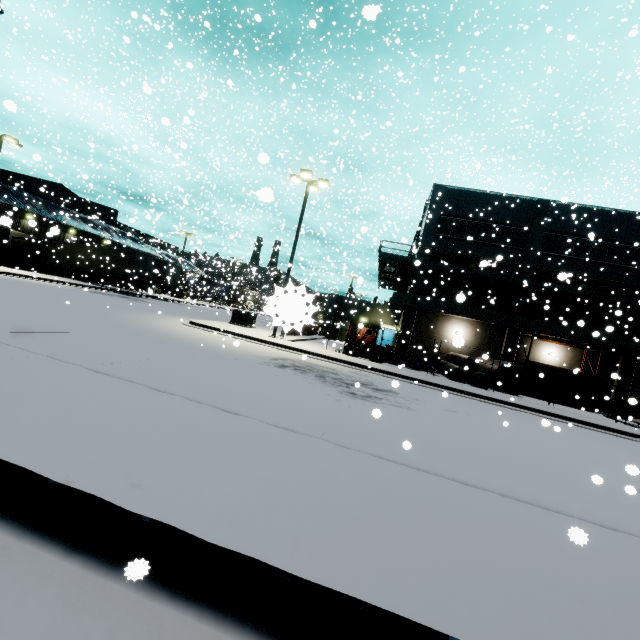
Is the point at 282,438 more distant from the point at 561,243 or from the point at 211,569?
the point at 561,243

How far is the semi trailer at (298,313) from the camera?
1.07m

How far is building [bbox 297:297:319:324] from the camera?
1.1 meters

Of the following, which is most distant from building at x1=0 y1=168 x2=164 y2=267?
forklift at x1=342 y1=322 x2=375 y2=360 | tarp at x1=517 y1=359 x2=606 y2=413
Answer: forklift at x1=342 y1=322 x2=375 y2=360

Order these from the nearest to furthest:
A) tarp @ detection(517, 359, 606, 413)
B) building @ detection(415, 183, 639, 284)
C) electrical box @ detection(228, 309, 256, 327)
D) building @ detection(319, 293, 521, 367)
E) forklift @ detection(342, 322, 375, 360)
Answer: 1. tarp @ detection(517, 359, 606, 413)
2. forklift @ detection(342, 322, 375, 360)
3. electrical box @ detection(228, 309, 256, 327)
4. building @ detection(415, 183, 639, 284)
5. building @ detection(319, 293, 521, 367)

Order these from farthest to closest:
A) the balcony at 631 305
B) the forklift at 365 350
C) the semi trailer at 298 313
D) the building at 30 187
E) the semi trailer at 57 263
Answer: the semi trailer at 57 263 < the building at 30 187 < the balcony at 631 305 < the forklift at 365 350 < the semi trailer at 298 313

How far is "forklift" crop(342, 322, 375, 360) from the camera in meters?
19.6 m
